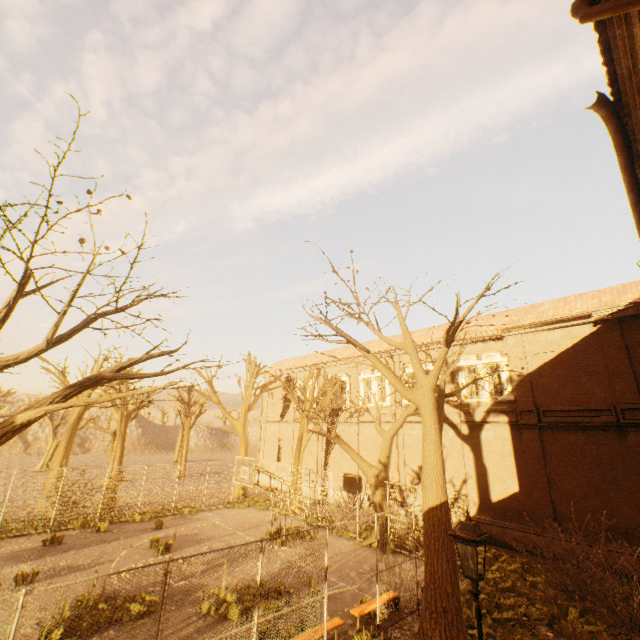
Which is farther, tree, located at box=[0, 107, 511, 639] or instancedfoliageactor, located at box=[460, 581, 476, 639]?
instancedfoliageactor, located at box=[460, 581, 476, 639]

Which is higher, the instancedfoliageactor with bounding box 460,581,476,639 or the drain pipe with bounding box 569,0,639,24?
the drain pipe with bounding box 569,0,639,24

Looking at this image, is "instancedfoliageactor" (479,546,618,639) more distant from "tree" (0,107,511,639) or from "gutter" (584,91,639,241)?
"gutter" (584,91,639,241)

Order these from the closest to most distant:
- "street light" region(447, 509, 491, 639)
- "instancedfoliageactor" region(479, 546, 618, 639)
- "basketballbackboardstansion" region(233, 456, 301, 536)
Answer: "street light" region(447, 509, 491, 639) → "instancedfoliageactor" region(479, 546, 618, 639) → "basketballbackboardstansion" region(233, 456, 301, 536)

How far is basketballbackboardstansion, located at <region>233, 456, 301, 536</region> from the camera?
15.0m

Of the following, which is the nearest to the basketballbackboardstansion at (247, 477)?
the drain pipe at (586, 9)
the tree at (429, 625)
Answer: the tree at (429, 625)

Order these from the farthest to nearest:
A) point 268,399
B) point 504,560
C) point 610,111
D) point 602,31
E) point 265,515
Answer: point 268,399 → point 265,515 → point 504,560 → point 610,111 → point 602,31

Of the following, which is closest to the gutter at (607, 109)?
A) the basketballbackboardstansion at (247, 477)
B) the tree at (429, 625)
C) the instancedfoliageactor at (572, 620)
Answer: the tree at (429, 625)
